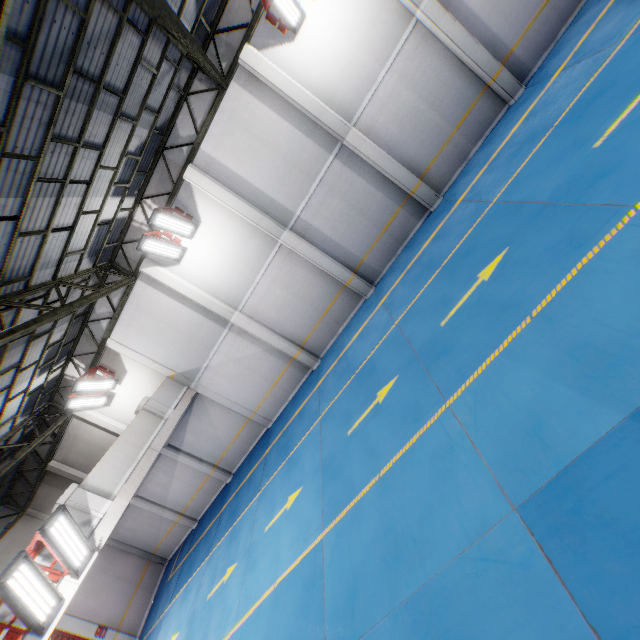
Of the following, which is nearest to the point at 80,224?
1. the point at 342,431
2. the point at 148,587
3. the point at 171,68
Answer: the point at 171,68

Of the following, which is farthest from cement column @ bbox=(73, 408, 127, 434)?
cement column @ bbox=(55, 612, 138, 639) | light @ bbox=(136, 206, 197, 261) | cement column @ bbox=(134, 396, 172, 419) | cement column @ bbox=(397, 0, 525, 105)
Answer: cement column @ bbox=(397, 0, 525, 105)

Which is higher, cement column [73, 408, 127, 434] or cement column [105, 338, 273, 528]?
cement column [73, 408, 127, 434]

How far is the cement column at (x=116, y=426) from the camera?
14.7 meters

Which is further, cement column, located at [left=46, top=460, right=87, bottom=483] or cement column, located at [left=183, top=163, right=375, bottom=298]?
cement column, located at [left=46, top=460, right=87, bottom=483]

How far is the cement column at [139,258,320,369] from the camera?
12.28m

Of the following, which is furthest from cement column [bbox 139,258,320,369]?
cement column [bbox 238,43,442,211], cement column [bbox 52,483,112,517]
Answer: cement column [bbox 238,43,442,211]

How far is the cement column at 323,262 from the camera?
11.1m
